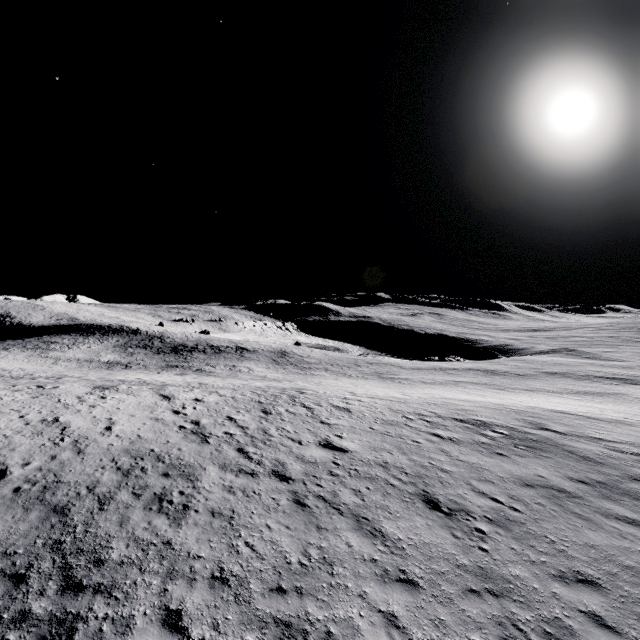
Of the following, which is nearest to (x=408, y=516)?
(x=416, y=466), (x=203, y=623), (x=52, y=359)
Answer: (x=416, y=466)
